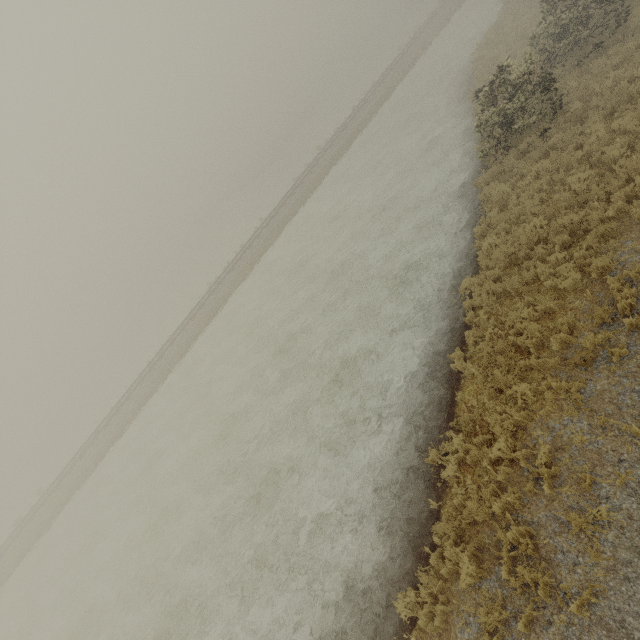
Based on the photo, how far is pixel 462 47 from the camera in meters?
27.3
